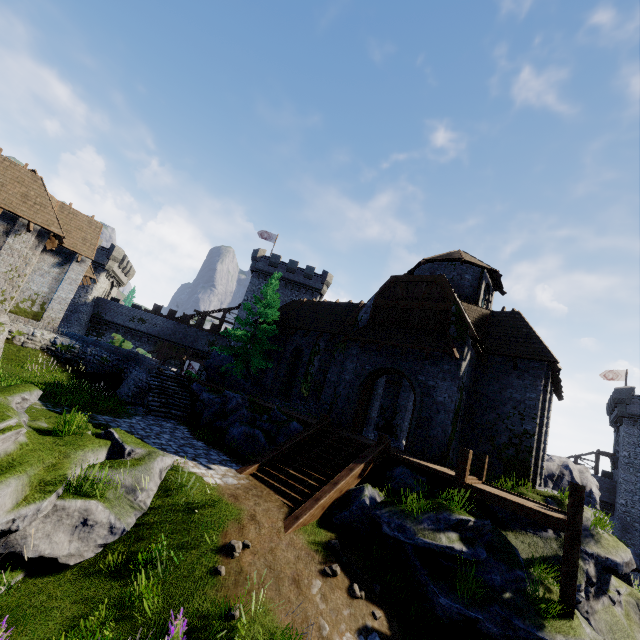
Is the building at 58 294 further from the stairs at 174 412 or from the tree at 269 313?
the tree at 269 313

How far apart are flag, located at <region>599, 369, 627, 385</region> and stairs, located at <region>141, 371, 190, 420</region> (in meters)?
51.79

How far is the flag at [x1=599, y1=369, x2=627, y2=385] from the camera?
41.62m

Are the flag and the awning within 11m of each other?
no

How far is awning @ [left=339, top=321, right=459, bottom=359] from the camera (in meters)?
14.73

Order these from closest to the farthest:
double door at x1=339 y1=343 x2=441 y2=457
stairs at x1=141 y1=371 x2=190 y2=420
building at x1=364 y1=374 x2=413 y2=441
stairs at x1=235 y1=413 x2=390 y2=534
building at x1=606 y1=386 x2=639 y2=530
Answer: stairs at x1=235 y1=413 x2=390 y2=534 < double door at x1=339 y1=343 x2=441 y2=457 < stairs at x1=141 y1=371 x2=190 y2=420 < building at x1=364 y1=374 x2=413 y2=441 < building at x1=606 y1=386 x2=639 y2=530

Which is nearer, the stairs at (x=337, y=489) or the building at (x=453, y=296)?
the stairs at (x=337, y=489)

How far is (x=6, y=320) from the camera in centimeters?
1811cm
